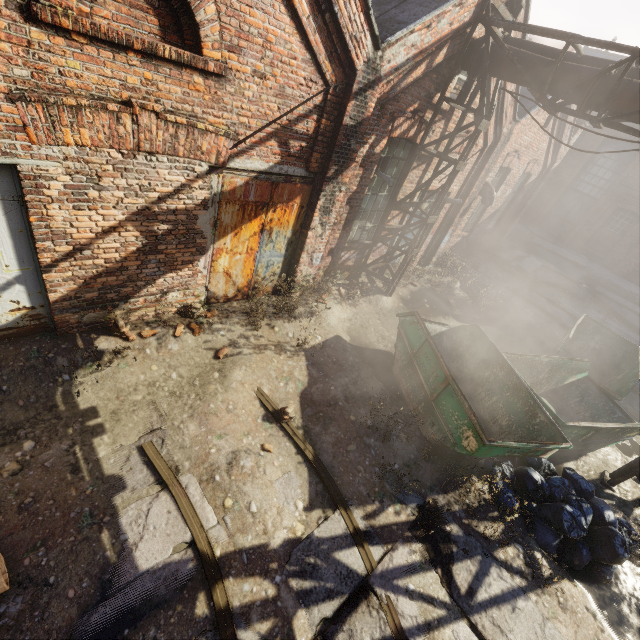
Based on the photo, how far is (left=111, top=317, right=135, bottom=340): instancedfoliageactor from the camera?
5.19m

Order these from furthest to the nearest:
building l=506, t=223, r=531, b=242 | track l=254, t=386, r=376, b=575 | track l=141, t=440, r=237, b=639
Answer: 1. building l=506, t=223, r=531, b=242
2. track l=254, t=386, r=376, b=575
3. track l=141, t=440, r=237, b=639

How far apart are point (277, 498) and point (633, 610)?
5.8m

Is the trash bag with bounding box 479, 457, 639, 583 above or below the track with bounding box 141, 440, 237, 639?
above

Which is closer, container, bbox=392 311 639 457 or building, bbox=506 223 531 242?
container, bbox=392 311 639 457

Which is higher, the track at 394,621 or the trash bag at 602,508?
the trash bag at 602,508

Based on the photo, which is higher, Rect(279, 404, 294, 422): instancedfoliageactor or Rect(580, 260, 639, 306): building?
Rect(580, 260, 639, 306): building

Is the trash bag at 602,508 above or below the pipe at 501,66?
below
